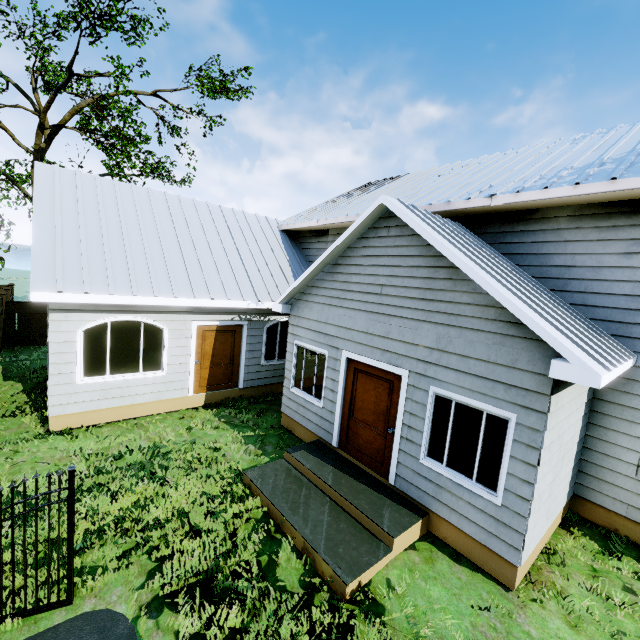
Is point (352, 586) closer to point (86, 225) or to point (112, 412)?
point (112, 412)

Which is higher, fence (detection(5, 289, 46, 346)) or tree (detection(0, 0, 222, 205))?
tree (detection(0, 0, 222, 205))

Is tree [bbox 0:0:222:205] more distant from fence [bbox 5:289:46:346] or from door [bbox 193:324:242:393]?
door [bbox 193:324:242:393]

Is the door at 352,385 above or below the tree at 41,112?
below

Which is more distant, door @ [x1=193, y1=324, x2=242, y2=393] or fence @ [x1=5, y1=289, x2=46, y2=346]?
fence @ [x1=5, y1=289, x2=46, y2=346]

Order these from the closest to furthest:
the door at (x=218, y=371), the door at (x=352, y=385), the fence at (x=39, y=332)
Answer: the door at (x=352, y=385), the door at (x=218, y=371), the fence at (x=39, y=332)

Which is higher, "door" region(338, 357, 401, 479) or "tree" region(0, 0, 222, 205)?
"tree" region(0, 0, 222, 205)

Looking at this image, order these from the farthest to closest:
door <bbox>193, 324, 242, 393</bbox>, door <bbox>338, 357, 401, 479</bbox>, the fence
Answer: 1. the fence
2. door <bbox>193, 324, 242, 393</bbox>
3. door <bbox>338, 357, 401, 479</bbox>
